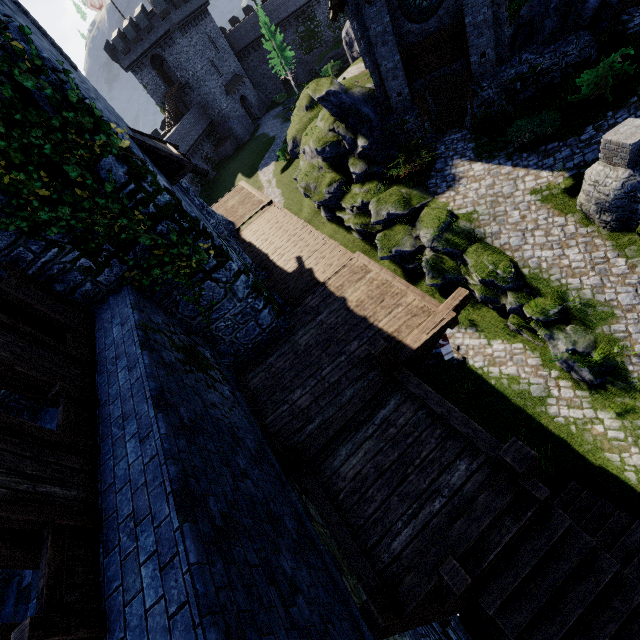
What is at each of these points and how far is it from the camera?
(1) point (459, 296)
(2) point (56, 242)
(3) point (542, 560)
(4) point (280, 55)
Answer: (1) wooden support, 7.49m
(2) building, 6.27m
(3) stairs, 4.73m
(4) tree, 44.41m

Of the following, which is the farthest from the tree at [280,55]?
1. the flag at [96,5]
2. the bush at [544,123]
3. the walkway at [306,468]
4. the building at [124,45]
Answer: the bush at [544,123]

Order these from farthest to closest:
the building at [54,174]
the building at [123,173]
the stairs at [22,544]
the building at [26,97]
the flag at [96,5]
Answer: the flag at [96,5] < the building at [123,173] < the building at [54,174] < the building at [26,97] < the stairs at [22,544]

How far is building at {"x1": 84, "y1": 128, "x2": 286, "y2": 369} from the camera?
6.4m

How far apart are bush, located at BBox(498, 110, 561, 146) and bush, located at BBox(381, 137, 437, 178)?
2.59m

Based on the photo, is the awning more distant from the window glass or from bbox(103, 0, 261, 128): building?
bbox(103, 0, 261, 128): building

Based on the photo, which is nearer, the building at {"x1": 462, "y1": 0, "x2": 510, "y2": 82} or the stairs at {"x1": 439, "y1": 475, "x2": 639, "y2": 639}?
the stairs at {"x1": 439, "y1": 475, "x2": 639, "y2": 639}

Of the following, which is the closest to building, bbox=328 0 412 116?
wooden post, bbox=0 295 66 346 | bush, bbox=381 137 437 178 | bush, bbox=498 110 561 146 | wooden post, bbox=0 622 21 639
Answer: bush, bbox=381 137 437 178
